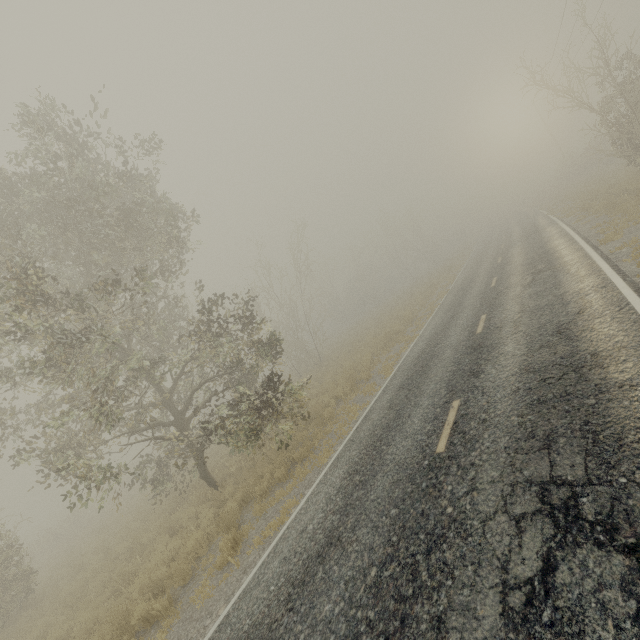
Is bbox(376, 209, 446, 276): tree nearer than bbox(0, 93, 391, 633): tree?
No

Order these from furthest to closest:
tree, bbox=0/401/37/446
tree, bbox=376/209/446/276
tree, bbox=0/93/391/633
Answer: tree, bbox=376/209/446/276 → tree, bbox=0/401/37/446 → tree, bbox=0/93/391/633

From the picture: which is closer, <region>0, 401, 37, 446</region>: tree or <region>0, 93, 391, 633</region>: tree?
<region>0, 93, 391, 633</region>: tree

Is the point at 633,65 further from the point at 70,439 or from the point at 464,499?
the point at 70,439

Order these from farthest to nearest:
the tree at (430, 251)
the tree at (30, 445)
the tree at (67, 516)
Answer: the tree at (430, 251)
the tree at (30, 445)
the tree at (67, 516)

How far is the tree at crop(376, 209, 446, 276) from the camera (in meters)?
46.28

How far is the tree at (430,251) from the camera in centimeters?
4628cm
